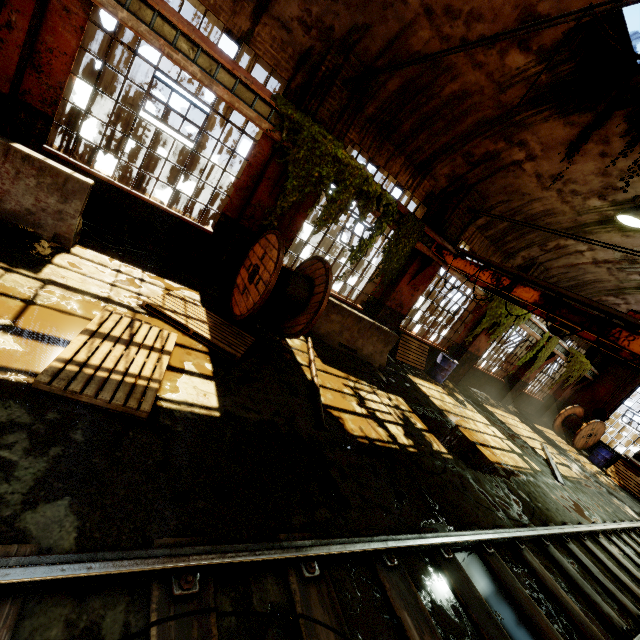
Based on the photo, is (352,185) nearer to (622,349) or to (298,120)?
(298,120)

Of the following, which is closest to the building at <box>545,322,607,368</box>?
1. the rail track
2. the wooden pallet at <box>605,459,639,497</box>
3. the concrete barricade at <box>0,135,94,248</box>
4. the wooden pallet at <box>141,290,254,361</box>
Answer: the concrete barricade at <box>0,135,94,248</box>

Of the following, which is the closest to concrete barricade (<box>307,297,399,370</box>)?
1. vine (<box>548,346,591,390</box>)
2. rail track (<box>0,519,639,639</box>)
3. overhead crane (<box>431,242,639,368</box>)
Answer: overhead crane (<box>431,242,639,368</box>)

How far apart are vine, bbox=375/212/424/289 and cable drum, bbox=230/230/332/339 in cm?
218

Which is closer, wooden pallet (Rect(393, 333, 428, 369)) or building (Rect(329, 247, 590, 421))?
building (Rect(329, 247, 590, 421))

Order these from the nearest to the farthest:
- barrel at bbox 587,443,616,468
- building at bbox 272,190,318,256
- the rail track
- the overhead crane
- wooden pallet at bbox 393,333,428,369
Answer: the rail track, the overhead crane, building at bbox 272,190,318,256, wooden pallet at bbox 393,333,428,369, barrel at bbox 587,443,616,468

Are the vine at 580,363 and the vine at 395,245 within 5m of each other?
no

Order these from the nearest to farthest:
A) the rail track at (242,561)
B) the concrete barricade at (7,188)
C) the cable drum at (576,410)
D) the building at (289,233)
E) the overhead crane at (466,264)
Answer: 1. the rail track at (242,561)
2. the concrete barricade at (7,188)
3. the overhead crane at (466,264)
4. the building at (289,233)
5. the cable drum at (576,410)
